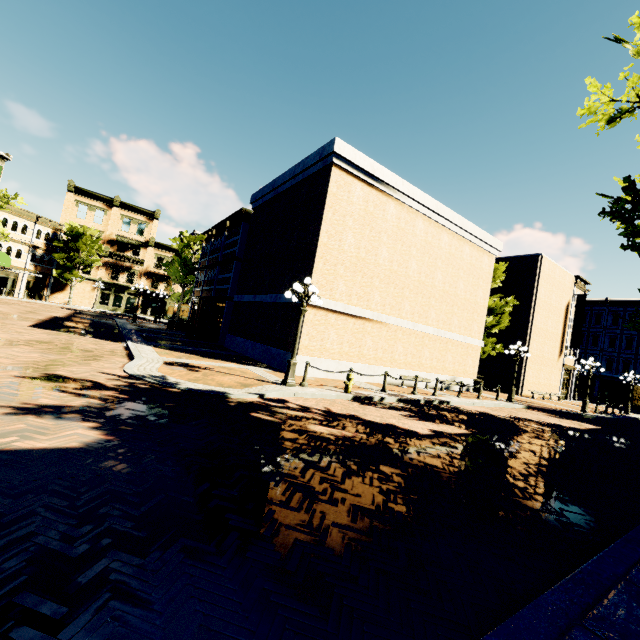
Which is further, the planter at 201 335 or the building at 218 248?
the building at 218 248

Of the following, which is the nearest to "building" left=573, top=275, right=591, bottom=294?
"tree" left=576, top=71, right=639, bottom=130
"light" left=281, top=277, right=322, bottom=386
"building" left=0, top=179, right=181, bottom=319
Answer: "tree" left=576, top=71, right=639, bottom=130

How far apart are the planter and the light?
12.3 meters

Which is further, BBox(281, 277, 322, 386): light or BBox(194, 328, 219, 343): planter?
BBox(194, 328, 219, 343): planter

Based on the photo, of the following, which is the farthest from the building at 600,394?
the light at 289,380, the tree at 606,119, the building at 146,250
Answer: the building at 146,250

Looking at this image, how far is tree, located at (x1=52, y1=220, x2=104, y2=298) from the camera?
37.5 meters

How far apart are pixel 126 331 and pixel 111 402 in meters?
15.2 m

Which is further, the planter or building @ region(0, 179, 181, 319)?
building @ region(0, 179, 181, 319)
